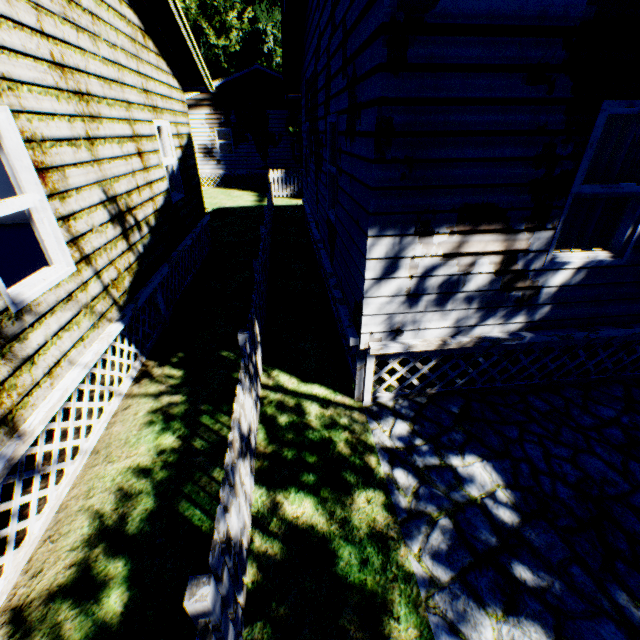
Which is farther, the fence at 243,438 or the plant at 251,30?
the plant at 251,30

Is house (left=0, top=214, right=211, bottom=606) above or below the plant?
below

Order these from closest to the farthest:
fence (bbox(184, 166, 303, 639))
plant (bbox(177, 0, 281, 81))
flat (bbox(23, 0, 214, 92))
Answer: fence (bbox(184, 166, 303, 639)) → flat (bbox(23, 0, 214, 92)) → plant (bbox(177, 0, 281, 81))

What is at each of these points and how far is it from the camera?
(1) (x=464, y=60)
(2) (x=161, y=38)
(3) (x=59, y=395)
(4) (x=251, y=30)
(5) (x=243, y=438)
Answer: (1) house, 2.6 meters
(2) flat, 7.1 meters
(3) house, 3.2 meters
(4) plant, 43.4 meters
(5) fence, 3.0 meters

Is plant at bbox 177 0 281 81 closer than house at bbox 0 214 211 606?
No

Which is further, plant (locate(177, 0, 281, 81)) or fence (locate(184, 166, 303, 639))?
plant (locate(177, 0, 281, 81))

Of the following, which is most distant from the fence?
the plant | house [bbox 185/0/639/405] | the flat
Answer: the flat

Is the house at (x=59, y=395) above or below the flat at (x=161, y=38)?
below
